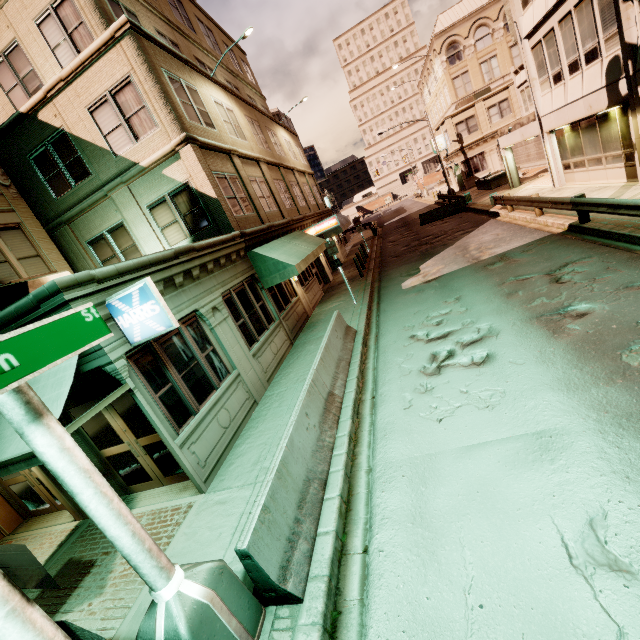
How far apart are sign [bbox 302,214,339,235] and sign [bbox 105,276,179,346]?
14.8 meters

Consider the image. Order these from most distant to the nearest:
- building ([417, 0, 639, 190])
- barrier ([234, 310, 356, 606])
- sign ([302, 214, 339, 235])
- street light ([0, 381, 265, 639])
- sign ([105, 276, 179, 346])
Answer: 1. sign ([302, 214, 339, 235])
2. building ([417, 0, 639, 190])
3. sign ([105, 276, 179, 346])
4. barrier ([234, 310, 356, 606])
5. street light ([0, 381, 265, 639])

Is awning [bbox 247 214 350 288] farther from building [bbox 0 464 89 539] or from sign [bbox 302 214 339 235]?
sign [bbox 302 214 339 235]

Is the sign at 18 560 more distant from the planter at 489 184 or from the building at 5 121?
the planter at 489 184

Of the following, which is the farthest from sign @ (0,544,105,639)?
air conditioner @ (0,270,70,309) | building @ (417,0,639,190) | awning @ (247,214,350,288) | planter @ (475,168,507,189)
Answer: planter @ (475,168,507,189)

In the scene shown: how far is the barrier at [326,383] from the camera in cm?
376

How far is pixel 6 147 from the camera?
12.1m

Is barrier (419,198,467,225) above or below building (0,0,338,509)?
below
